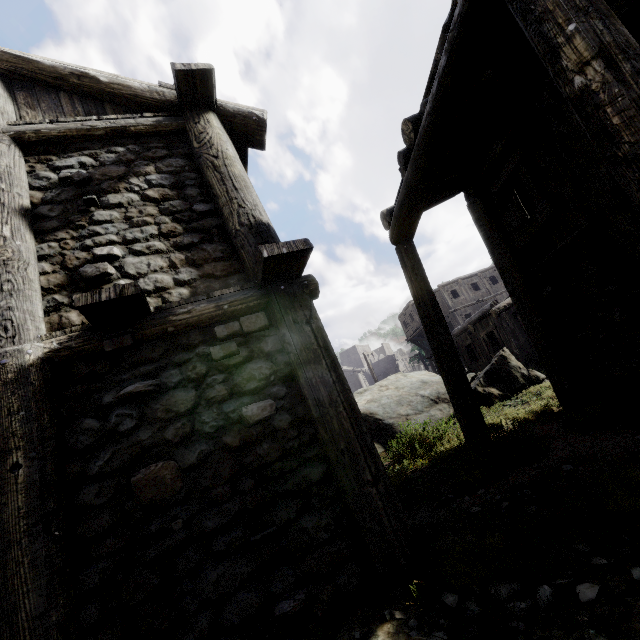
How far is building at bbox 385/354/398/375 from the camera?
58.8m

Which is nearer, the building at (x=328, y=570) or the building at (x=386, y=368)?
the building at (x=328, y=570)

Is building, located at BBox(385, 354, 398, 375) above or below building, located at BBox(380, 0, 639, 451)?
above

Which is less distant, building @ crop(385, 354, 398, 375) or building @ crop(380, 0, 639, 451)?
building @ crop(380, 0, 639, 451)

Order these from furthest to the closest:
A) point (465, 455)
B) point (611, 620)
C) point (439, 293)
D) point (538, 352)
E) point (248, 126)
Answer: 1. point (439, 293)
2. point (538, 352)
3. point (465, 455)
4. point (248, 126)
5. point (611, 620)

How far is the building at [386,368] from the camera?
58.8m
